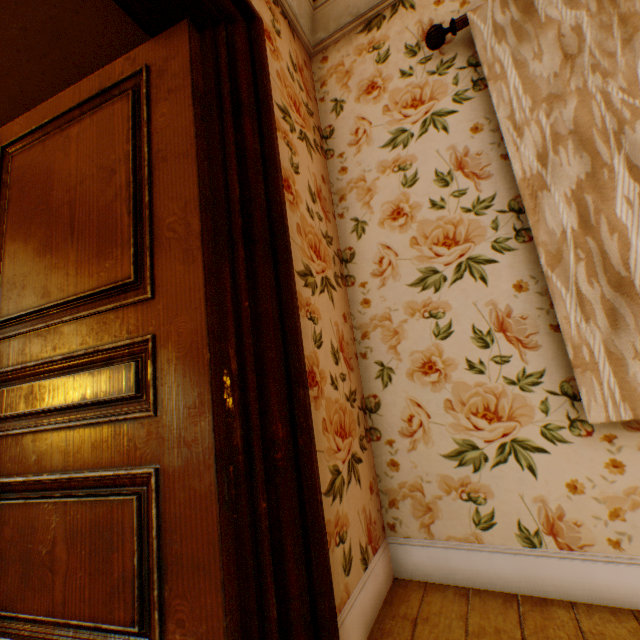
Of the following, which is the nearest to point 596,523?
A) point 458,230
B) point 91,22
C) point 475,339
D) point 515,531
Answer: point 515,531
